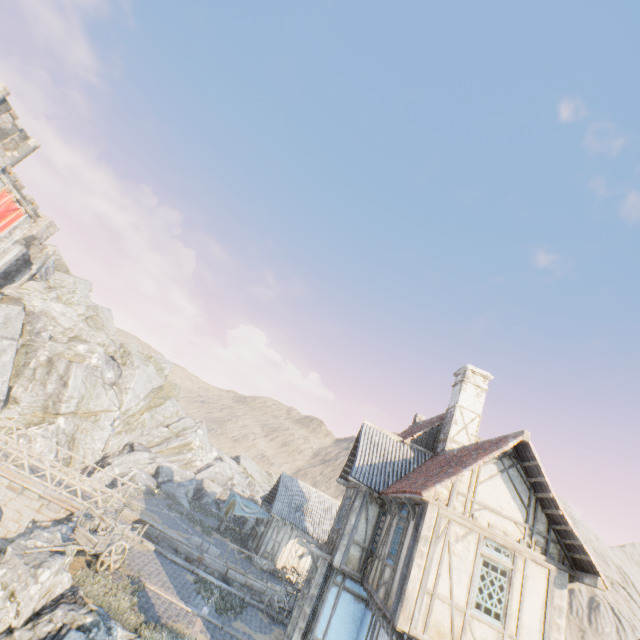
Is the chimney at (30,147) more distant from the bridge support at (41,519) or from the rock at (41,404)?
the bridge support at (41,519)

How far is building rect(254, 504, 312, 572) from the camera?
24.6 meters

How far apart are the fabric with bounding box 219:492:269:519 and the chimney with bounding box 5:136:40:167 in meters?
32.1 m

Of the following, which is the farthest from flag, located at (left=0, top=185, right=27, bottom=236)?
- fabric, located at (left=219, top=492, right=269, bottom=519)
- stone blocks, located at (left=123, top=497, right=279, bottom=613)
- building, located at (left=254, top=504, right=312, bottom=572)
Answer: fabric, located at (left=219, top=492, right=269, bottom=519)

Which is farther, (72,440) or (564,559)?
(72,440)

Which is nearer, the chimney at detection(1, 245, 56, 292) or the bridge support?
the bridge support

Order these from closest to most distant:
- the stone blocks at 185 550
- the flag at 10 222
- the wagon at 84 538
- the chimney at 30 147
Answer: the wagon at 84 538, the stone blocks at 185 550, the flag at 10 222, the chimney at 30 147

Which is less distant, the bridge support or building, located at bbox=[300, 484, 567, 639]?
building, located at bbox=[300, 484, 567, 639]
